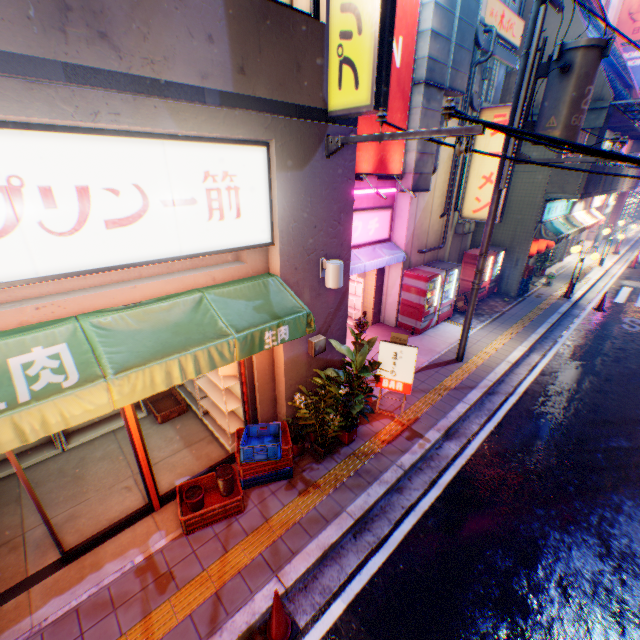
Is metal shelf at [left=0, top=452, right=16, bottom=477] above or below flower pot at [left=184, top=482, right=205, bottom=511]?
below

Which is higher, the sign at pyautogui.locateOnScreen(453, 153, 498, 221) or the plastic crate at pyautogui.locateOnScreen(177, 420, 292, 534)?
the sign at pyautogui.locateOnScreen(453, 153, 498, 221)

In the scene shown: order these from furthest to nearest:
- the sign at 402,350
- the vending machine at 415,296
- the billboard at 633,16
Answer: the billboard at 633,16 → the vending machine at 415,296 → the sign at 402,350

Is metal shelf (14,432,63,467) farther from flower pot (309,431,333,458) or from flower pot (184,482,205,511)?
flower pot (309,431,333,458)

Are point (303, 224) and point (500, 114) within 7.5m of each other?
no

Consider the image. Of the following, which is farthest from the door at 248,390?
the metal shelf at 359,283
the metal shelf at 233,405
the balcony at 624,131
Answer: the balcony at 624,131

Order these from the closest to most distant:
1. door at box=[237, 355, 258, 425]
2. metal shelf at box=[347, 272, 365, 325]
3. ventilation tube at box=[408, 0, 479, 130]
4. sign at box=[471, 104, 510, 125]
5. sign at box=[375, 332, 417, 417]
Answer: door at box=[237, 355, 258, 425] < sign at box=[375, 332, 417, 417] < ventilation tube at box=[408, 0, 479, 130] < sign at box=[471, 104, 510, 125] < metal shelf at box=[347, 272, 365, 325]

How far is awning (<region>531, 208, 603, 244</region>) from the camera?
13.12m
